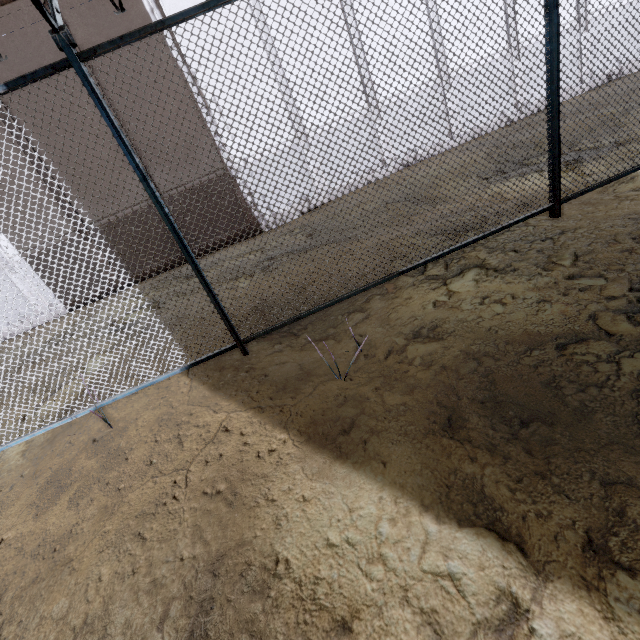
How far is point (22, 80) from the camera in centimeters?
238cm
